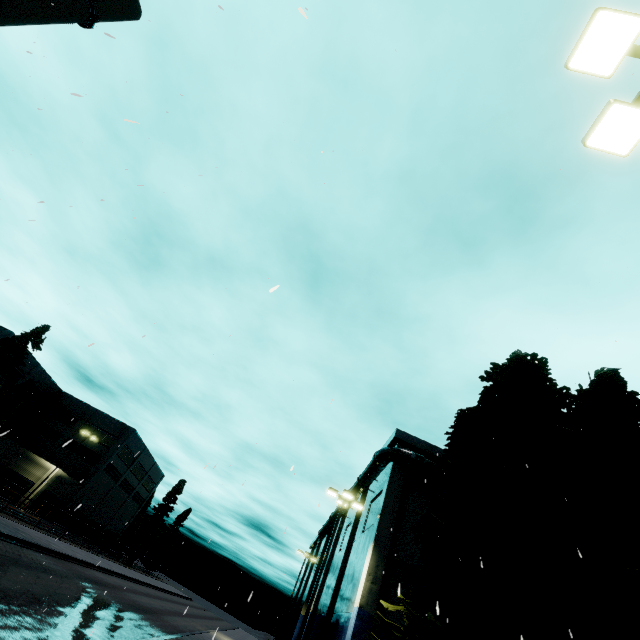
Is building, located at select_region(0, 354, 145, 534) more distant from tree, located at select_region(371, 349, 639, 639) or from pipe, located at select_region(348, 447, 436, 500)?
tree, located at select_region(371, 349, 639, 639)

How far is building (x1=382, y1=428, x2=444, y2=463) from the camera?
23.42m

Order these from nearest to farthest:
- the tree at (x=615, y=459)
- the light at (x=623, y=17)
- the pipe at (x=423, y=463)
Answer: the light at (x=623, y=17) → the tree at (x=615, y=459) → the pipe at (x=423, y=463)

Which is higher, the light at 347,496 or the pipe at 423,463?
the pipe at 423,463

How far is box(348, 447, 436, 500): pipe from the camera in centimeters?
2212cm

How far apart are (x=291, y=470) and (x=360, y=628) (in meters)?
20.09

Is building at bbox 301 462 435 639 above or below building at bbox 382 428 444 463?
below

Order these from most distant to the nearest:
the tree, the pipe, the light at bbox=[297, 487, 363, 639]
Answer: the pipe < the light at bbox=[297, 487, 363, 639] < the tree
